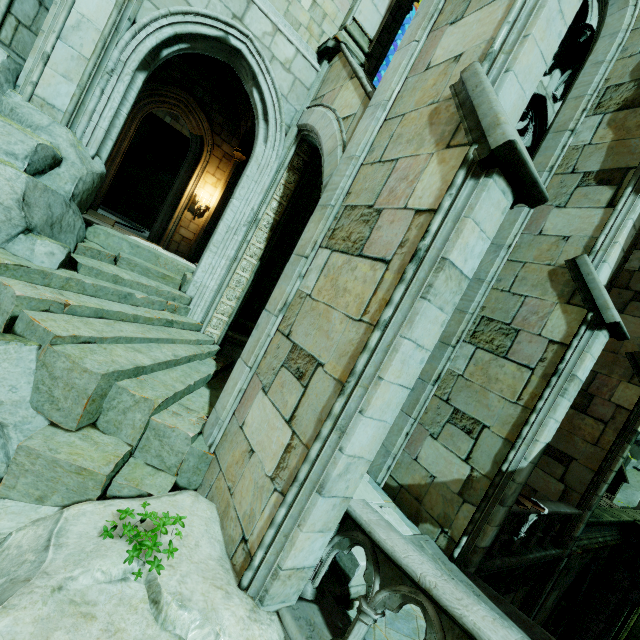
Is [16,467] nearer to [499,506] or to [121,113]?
[121,113]

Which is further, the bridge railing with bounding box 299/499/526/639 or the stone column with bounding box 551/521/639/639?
the stone column with bounding box 551/521/639/639

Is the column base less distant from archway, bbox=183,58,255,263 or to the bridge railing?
archway, bbox=183,58,255,263

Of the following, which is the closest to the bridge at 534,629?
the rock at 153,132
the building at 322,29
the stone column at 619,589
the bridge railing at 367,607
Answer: the bridge railing at 367,607

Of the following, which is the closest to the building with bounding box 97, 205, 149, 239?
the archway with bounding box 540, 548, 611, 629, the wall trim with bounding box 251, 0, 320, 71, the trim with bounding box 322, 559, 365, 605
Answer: the wall trim with bounding box 251, 0, 320, 71

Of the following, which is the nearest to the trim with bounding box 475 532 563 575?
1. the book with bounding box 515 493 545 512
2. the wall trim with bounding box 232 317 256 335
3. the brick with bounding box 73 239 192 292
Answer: the book with bounding box 515 493 545 512

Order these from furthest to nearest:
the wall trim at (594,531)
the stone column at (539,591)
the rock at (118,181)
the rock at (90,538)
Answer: the rock at (118,181) → the wall trim at (594,531) → the stone column at (539,591) → the rock at (90,538)

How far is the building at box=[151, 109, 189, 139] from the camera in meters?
18.2 m
